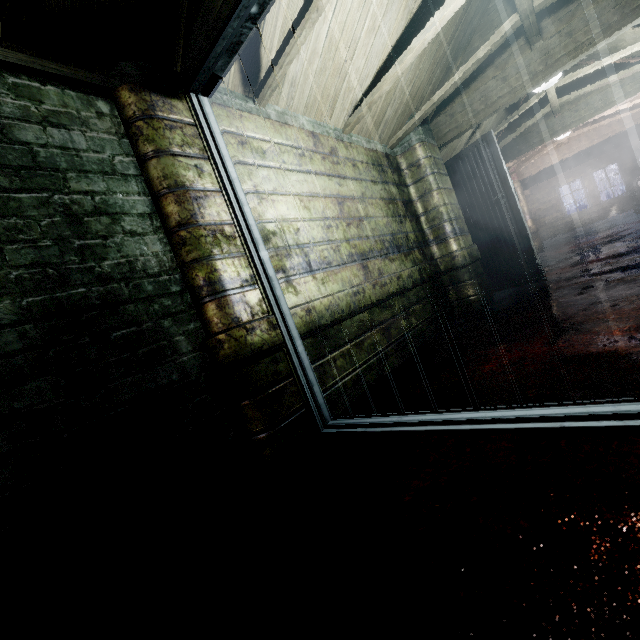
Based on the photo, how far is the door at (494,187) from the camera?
3.8m

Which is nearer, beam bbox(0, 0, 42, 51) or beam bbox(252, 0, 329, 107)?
beam bbox(0, 0, 42, 51)

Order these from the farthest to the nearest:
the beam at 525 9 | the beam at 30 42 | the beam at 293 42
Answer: the beam at 525 9
the beam at 293 42
the beam at 30 42

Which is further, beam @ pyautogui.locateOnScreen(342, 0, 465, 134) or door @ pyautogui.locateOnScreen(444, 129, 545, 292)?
door @ pyautogui.locateOnScreen(444, 129, 545, 292)

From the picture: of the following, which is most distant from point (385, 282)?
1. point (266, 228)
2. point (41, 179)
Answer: point (41, 179)

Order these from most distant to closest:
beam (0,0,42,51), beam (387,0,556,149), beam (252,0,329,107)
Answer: beam (387,0,556,149) < beam (252,0,329,107) < beam (0,0,42,51)

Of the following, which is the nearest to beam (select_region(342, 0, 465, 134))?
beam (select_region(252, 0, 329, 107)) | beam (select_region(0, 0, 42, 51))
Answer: beam (select_region(252, 0, 329, 107))

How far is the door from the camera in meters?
3.8
